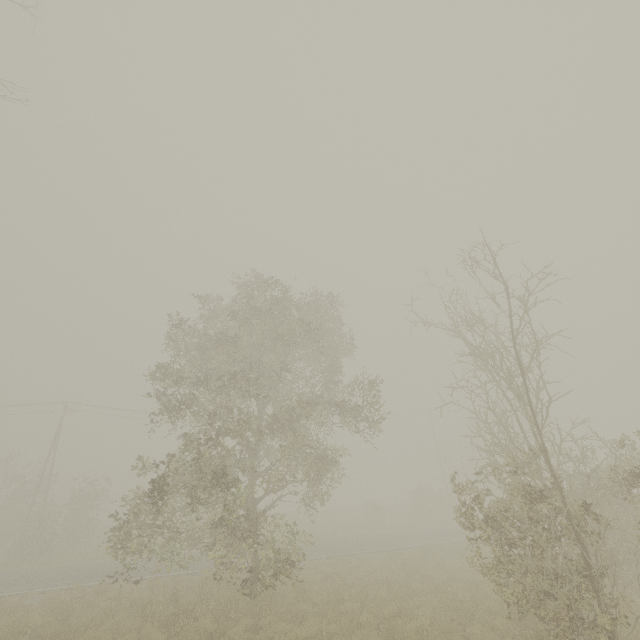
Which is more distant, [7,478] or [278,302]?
[7,478]
